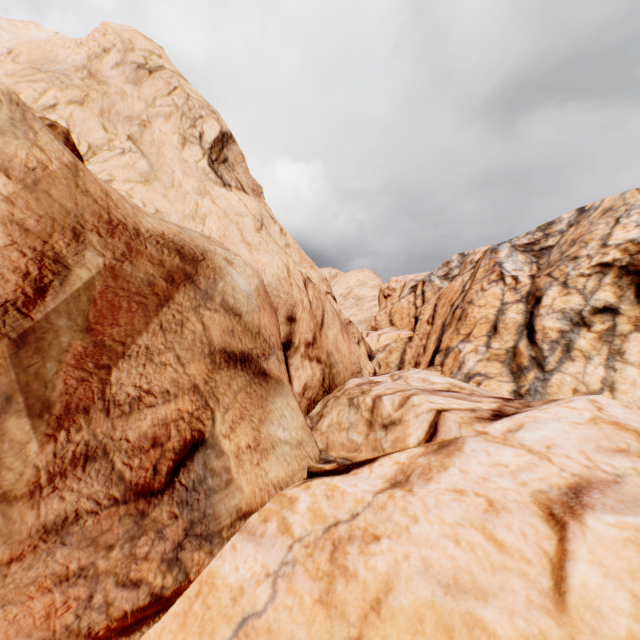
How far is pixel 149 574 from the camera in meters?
3.7 m
